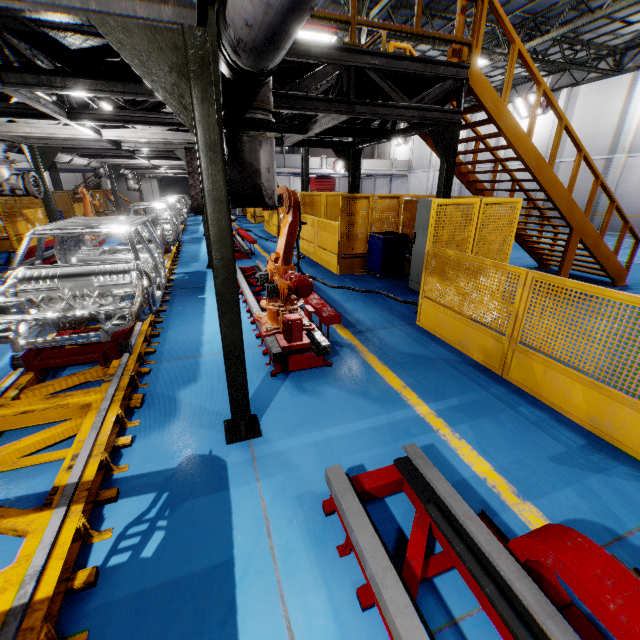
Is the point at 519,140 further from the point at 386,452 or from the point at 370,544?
the point at 370,544

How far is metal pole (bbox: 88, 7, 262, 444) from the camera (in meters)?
2.08

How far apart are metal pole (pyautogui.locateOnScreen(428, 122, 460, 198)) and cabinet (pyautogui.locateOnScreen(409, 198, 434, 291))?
0.62m

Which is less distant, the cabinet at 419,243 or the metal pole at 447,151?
the metal pole at 447,151

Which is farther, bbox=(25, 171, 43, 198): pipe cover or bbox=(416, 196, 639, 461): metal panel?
bbox=(25, 171, 43, 198): pipe cover

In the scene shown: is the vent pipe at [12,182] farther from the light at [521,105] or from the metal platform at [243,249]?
the light at [521,105]

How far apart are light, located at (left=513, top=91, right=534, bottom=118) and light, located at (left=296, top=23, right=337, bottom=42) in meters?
15.6 m

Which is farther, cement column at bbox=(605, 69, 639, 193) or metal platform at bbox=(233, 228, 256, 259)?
cement column at bbox=(605, 69, 639, 193)
